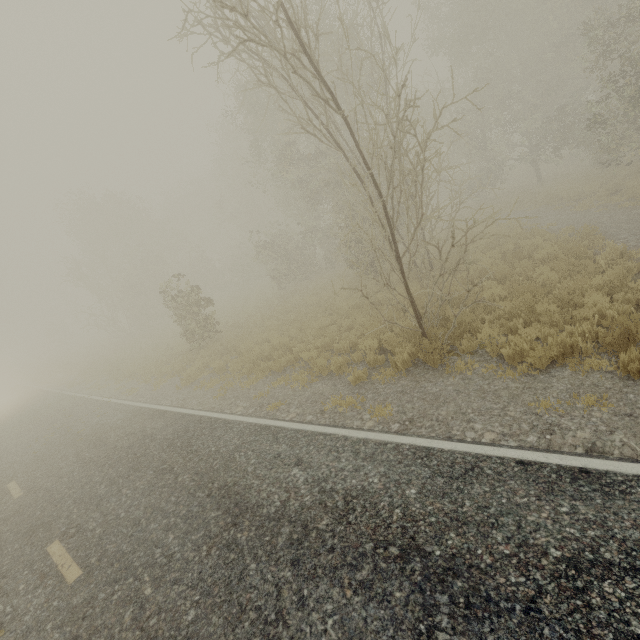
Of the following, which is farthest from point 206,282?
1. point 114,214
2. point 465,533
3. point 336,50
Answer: point 465,533
